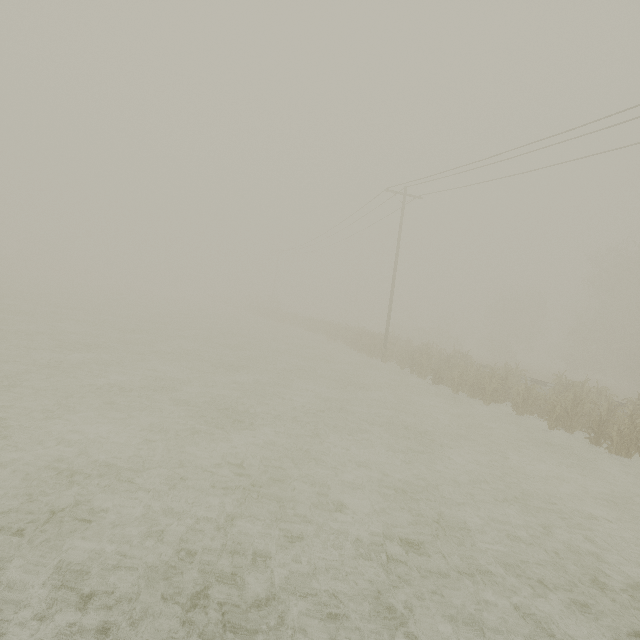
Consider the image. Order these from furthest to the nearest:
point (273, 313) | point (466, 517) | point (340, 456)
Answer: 1. point (273, 313)
2. point (340, 456)
3. point (466, 517)
